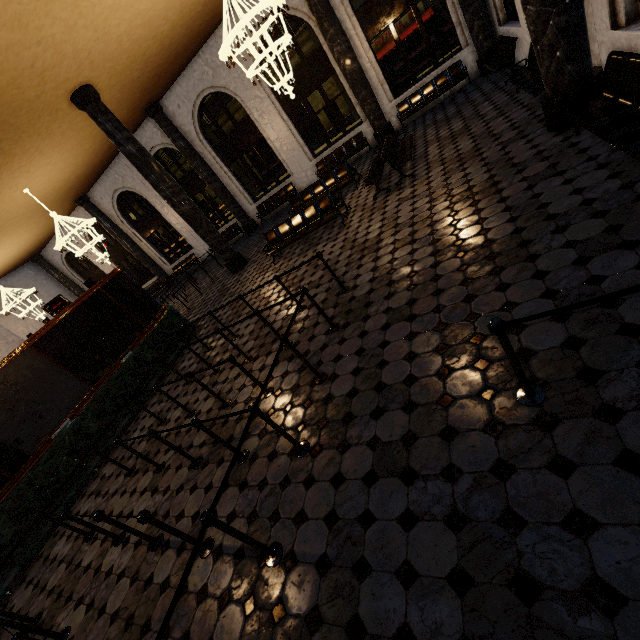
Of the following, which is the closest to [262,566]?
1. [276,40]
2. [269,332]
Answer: [269,332]
